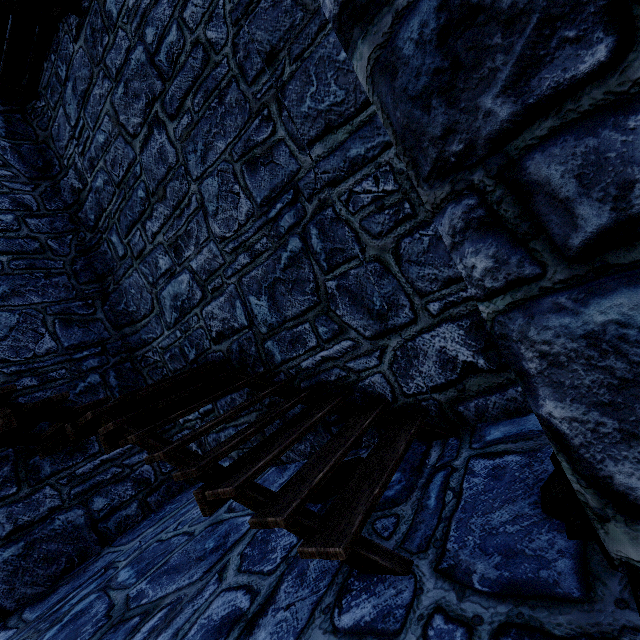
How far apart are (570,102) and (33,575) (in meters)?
6.42
